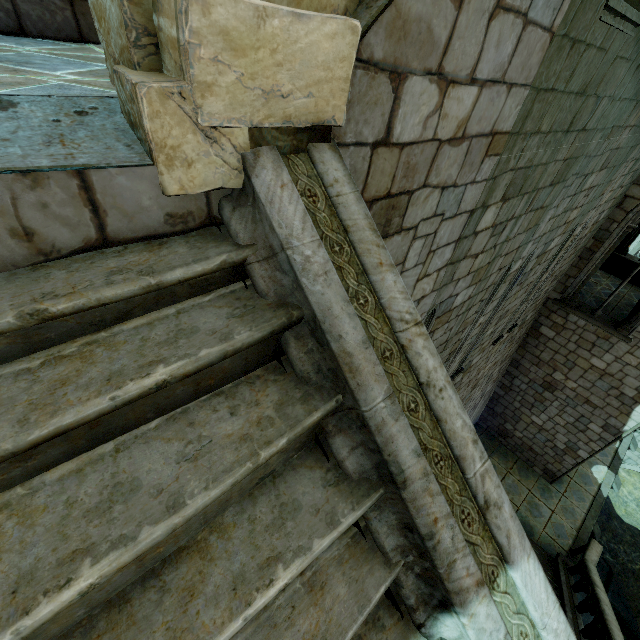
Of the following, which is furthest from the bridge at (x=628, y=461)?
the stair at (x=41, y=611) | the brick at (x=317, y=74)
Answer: the brick at (x=317, y=74)

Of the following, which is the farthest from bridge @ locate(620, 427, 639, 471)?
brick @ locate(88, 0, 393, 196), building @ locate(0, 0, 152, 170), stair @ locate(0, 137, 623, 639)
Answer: brick @ locate(88, 0, 393, 196)

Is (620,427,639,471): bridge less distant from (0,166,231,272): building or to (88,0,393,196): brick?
(0,166,231,272): building

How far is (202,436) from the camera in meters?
1.2 m

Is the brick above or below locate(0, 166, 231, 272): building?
above

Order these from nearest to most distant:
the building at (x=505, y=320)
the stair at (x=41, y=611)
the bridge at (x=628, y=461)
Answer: the stair at (x=41, y=611), the building at (x=505, y=320), the bridge at (x=628, y=461)

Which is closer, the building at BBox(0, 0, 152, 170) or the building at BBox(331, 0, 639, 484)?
the building at BBox(0, 0, 152, 170)
